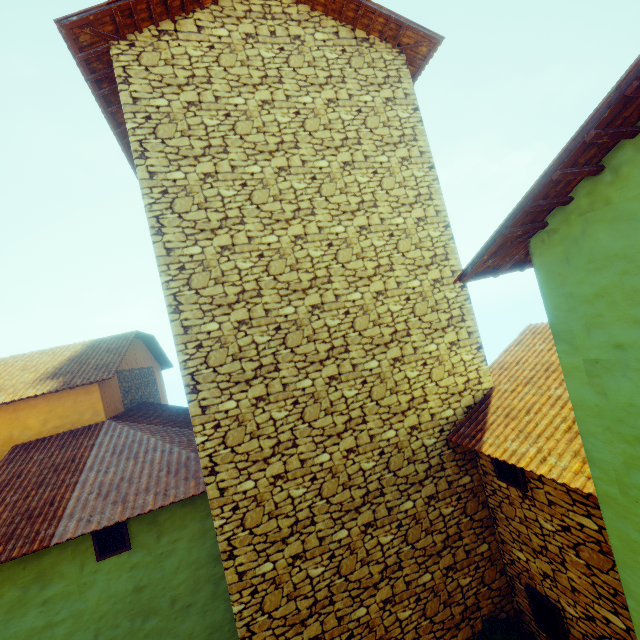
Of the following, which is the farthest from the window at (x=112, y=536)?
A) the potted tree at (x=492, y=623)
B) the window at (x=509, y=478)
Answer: the window at (x=509, y=478)

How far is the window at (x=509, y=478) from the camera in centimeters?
500cm

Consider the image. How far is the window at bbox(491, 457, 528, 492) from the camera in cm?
500

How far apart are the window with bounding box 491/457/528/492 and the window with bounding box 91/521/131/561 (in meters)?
6.82

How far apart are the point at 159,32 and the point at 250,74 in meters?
1.5 m

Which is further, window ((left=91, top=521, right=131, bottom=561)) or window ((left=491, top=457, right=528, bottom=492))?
window ((left=91, top=521, right=131, bottom=561))

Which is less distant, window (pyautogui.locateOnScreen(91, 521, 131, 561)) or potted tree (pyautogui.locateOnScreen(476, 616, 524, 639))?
potted tree (pyautogui.locateOnScreen(476, 616, 524, 639))

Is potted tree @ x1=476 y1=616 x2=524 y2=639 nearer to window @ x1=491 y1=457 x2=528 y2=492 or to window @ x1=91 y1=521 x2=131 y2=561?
window @ x1=491 y1=457 x2=528 y2=492
